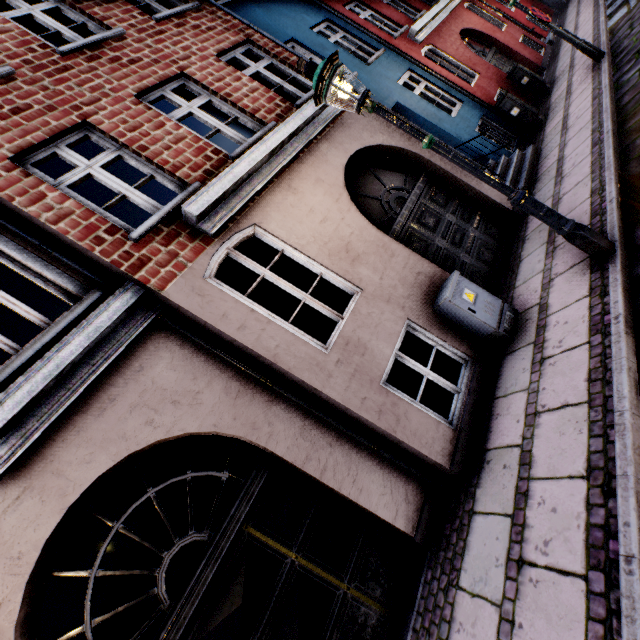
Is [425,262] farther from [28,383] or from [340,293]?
[340,293]

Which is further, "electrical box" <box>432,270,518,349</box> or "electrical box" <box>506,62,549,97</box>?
"electrical box" <box>506,62,549,97</box>

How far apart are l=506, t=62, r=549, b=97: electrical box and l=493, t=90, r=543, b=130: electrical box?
2.09m

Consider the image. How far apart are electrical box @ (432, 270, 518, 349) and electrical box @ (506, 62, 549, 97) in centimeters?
960cm

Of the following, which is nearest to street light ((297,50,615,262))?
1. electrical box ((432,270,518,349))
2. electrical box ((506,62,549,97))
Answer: electrical box ((432,270,518,349))

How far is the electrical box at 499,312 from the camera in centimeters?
425cm

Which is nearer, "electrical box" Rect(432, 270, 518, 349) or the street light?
the street light

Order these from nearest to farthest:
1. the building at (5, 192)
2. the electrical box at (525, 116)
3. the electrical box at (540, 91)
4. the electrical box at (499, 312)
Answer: the building at (5, 192) → the electrical box at (499, 312) → the electrical box at (525, 116) → the electrical box at (540, 91)
